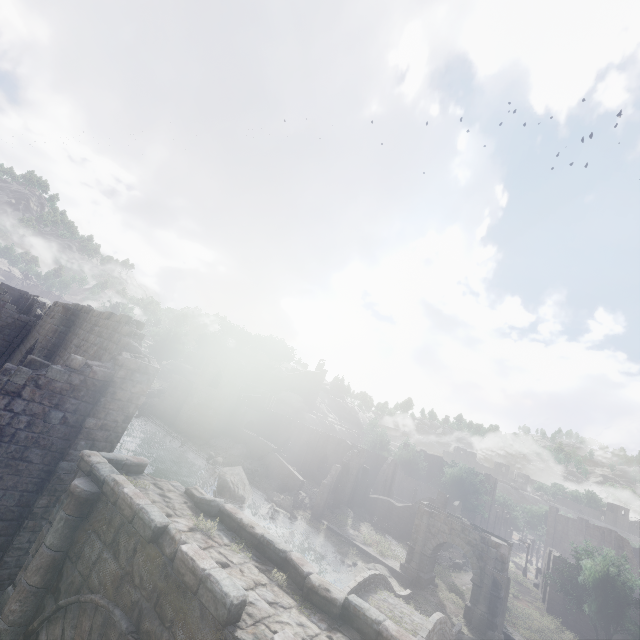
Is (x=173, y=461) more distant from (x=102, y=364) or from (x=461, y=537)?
(x=102, y=364)

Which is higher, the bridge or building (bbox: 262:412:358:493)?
building (bbox: 262:412:358:493)

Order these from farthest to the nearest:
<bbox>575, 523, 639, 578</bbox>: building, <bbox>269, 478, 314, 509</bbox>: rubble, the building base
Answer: <bbox>575, 523, 639, 578</bbox>: building
<bbox>269, 478, 314, 509</bbox>: rubble
the building base

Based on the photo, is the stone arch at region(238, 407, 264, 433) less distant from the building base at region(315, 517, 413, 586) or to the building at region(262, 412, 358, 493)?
the building at region(262, 412, 358, 493)

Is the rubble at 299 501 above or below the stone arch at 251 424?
below

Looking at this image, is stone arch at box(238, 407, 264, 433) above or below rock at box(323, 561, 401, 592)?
above

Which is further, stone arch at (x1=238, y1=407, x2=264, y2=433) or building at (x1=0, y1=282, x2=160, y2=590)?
stone arch at (x1=238, y1=407, x2=264, y2=433)

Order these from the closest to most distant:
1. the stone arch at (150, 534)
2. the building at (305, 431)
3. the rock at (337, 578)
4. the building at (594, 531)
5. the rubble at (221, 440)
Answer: the stone arch at (150, 534), the rock at (337, 578), the rubble at (221, 440), the building at (305, 431), the building at (594, 531)
